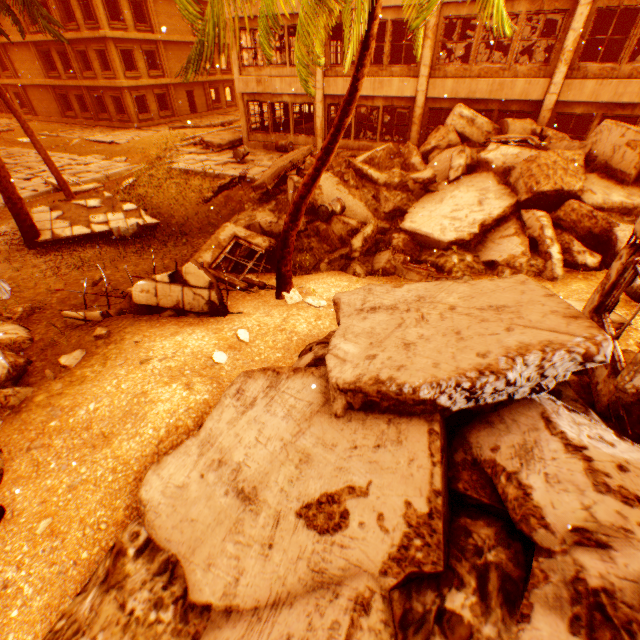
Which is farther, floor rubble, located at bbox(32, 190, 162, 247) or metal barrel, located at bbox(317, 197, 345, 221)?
floor rubble, located at bbox(32, 190, 162, 247)

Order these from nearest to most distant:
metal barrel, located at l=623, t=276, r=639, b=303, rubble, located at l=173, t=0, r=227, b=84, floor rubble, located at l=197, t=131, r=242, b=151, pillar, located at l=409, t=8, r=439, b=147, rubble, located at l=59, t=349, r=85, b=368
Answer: rubble, located at l=173, t=0, r=227, b=84 < rubble, located at l=59, t=349, r=85, b=368 < metal barrel, located at l=623, t=276, r=639, b=303 < pillar, located at l=409, t=8, r=439, b=147 < floor rubble, located at l=197, t=131, r=242, b=151

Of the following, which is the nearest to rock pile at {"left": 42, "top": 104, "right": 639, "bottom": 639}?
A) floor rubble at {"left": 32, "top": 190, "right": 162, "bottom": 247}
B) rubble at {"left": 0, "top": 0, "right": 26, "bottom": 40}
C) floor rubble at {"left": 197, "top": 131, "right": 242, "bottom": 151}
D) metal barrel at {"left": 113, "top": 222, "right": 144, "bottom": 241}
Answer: rubble at {"left": 0, "top": 0, "right": 26, "bottom": 40}

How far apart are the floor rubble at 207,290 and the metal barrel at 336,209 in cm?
455

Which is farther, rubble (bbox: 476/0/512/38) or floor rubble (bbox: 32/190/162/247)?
floor rubble (bbox: 32/190/162/247)

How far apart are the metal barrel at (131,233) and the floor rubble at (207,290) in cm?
308

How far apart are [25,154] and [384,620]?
32.1m
